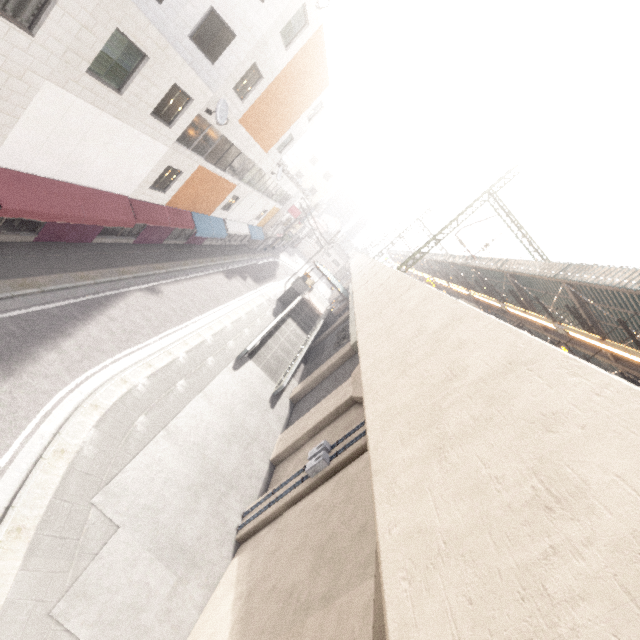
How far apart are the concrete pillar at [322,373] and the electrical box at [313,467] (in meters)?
9.40

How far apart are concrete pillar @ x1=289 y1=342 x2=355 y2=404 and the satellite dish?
12.9m

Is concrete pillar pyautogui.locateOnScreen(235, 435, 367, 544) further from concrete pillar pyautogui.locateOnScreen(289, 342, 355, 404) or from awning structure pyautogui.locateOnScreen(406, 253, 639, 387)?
awning structure pyautogui.locateOnScreen(406, 253, 639, 387)

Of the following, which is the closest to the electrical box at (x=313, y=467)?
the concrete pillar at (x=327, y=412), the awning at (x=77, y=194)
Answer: the concrete pillar at (x=327, y=412)

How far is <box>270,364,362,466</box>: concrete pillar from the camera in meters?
13.7 m

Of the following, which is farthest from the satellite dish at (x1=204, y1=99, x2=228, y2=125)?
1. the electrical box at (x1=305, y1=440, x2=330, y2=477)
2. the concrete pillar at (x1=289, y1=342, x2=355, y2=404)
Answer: the electrical box at (x1=305, y1=440, x2=330, y2=477)

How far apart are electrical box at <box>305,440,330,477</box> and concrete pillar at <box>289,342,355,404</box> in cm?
940

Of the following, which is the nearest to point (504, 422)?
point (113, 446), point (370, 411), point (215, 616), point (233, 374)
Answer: point (370, 411)
